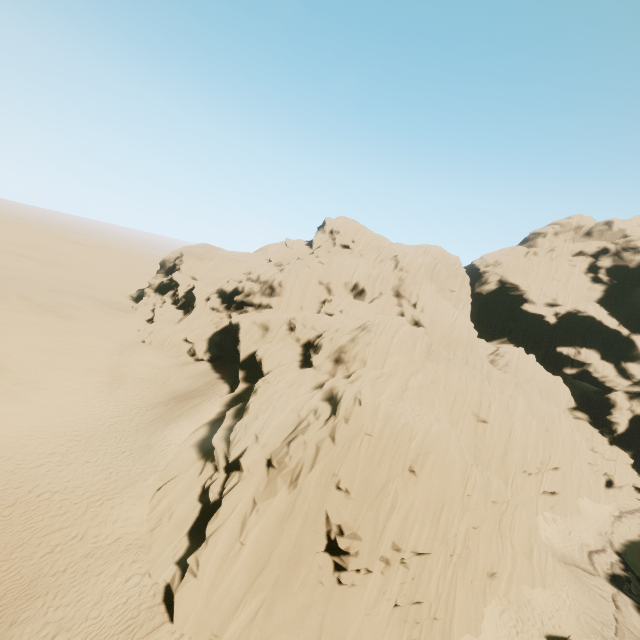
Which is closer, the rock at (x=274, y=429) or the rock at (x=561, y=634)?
the rock at (x=274, y=429)

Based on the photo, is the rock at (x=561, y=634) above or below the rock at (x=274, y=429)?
below

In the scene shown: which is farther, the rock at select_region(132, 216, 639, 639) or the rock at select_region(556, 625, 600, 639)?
the rock at select_region(556, 625, 600, 639)

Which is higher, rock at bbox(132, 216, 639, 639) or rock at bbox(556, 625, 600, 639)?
rock at bbox(132, 216, 639, 639)

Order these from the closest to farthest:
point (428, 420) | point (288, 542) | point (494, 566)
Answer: point (288, 542), point (428, 420), point (494, 566)
